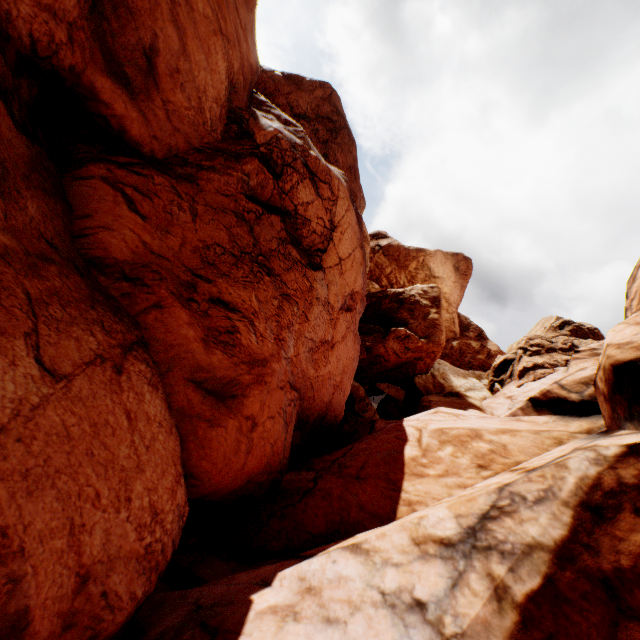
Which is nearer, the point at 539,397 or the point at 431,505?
the point at 431,505
